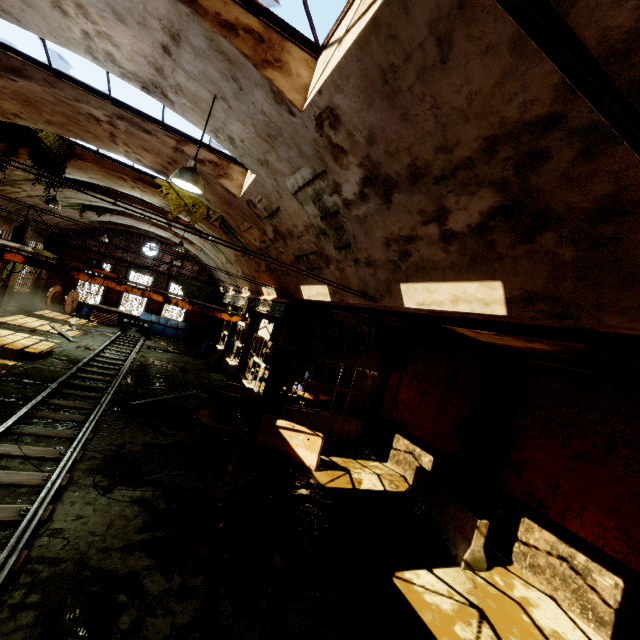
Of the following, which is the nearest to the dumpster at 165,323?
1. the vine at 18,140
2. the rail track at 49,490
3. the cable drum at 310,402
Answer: the rail track at 49,490

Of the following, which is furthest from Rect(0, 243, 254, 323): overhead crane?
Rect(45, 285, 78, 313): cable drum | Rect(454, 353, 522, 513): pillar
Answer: Rect(45, 285, 78, 313): cable drum

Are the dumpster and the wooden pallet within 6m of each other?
yes

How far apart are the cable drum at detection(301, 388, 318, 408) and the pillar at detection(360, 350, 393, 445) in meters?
1.5 m

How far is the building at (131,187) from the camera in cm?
1191

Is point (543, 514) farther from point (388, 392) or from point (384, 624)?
point (388, 392)

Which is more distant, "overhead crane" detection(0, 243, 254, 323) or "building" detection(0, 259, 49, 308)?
"building" detection(0, 259, 49, 308)

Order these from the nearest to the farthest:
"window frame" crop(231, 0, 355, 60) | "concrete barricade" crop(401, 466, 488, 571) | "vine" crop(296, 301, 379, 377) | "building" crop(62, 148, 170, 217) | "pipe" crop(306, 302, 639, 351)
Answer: "pipe" crop(306, 302, 639, 351) < "window frame" crop(231, 0, 355, 60) < "concrete barricade" crop(401, 466, 488, 571) < "vine" crop(296, 301, 379, 377) < "building" crop(62, 148, 170, 217)
